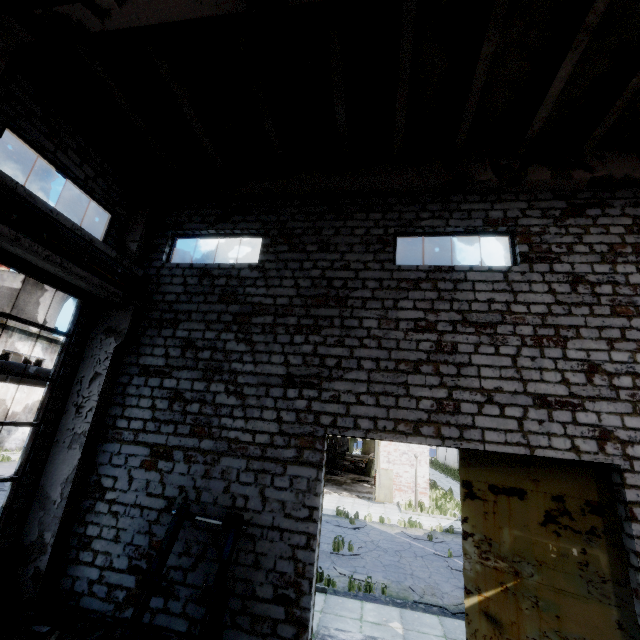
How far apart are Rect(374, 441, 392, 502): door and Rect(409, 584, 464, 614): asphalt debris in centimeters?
1077cm

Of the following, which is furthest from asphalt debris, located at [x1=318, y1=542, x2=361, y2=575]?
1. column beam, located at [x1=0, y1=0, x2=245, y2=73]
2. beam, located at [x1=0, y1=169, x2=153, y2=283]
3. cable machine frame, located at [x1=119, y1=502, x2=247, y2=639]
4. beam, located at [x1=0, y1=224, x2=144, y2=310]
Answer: column beam, located at [x1=0, y1=0, x2=245, y2=73]

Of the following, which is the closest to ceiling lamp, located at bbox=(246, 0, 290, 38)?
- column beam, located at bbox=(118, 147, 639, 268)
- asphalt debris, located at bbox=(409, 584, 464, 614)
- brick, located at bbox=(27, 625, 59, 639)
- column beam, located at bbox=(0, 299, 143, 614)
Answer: column beam, located at bbox=(118, 147, 639, 268)

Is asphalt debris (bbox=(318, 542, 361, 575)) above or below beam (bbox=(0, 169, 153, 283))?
below

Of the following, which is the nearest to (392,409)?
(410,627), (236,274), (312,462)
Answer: (312,462)

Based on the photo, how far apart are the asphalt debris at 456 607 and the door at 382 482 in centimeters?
1077cm

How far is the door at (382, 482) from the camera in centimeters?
2158cm

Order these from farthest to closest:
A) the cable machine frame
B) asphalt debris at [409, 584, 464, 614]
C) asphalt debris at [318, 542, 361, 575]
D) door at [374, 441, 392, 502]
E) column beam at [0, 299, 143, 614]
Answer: door at [374, 441, 392, 502] → asphalt debris at [318, 542, 361, 575] → asphalt debris at [409, 584, 464, 614] → column beam at [0, 299, 143, 614] → the cable machine frame
